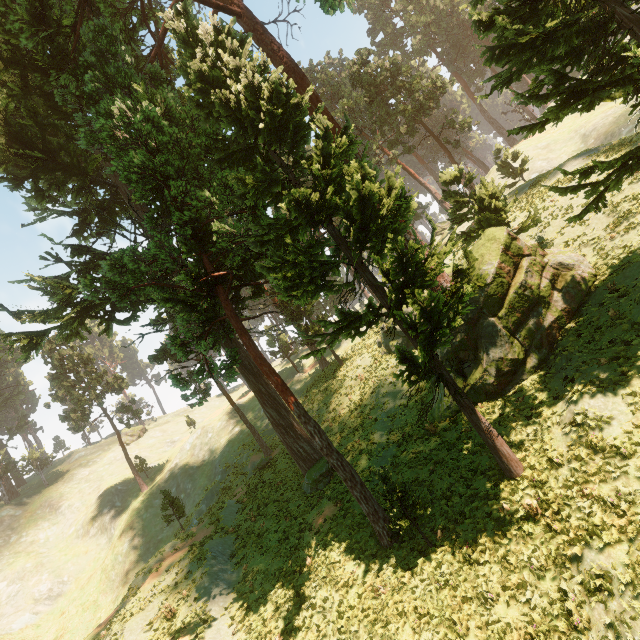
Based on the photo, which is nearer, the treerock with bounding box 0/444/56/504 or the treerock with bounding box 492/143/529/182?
the treerock with bounding box 492/143/529/182

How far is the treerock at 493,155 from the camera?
33.47m

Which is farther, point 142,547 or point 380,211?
point 142,547

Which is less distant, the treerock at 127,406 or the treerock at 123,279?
the treerock at 123,279

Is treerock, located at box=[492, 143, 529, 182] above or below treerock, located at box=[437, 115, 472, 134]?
below

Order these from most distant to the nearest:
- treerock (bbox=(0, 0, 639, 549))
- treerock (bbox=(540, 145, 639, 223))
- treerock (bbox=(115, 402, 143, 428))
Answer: treerock (bbox=(115, 402, 143, 428)) → treerock (bbox=(0, 0, 639, 549)) → treerock (bbox=(540, 145, 639, 223))
